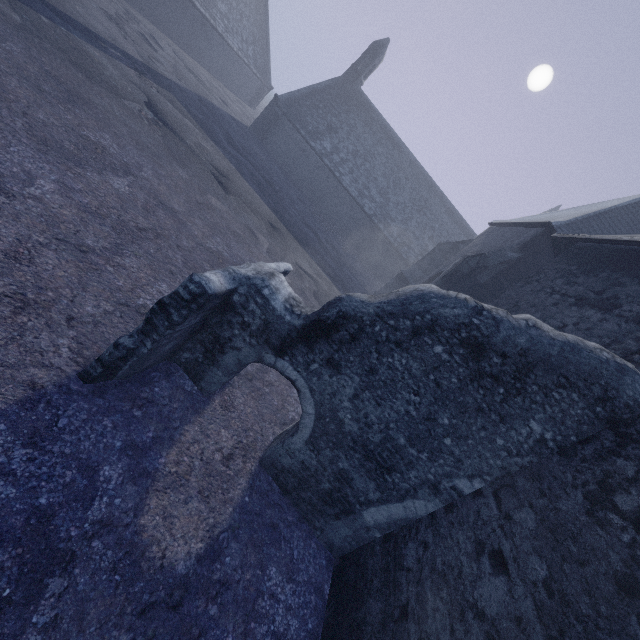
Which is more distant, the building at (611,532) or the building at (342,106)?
the building at (342,106)

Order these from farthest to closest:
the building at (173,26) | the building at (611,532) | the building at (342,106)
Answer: the building at (173,26) → the building at (342,106) → the building at (611,532)

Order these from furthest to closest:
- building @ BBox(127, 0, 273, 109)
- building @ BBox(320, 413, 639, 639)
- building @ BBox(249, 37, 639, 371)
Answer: building @ BBox(127, 0, 273, 109), building @ BBox(249, 37, 639, 371), building @ BBox(320, 413, 639, 639)

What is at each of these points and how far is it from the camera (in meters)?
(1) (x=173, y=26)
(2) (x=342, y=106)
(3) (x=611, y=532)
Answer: (1) building, 23.45
(2) building, 27.83
(3) building, 2.76

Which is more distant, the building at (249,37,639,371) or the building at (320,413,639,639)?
the building at (249,37,639,371)
